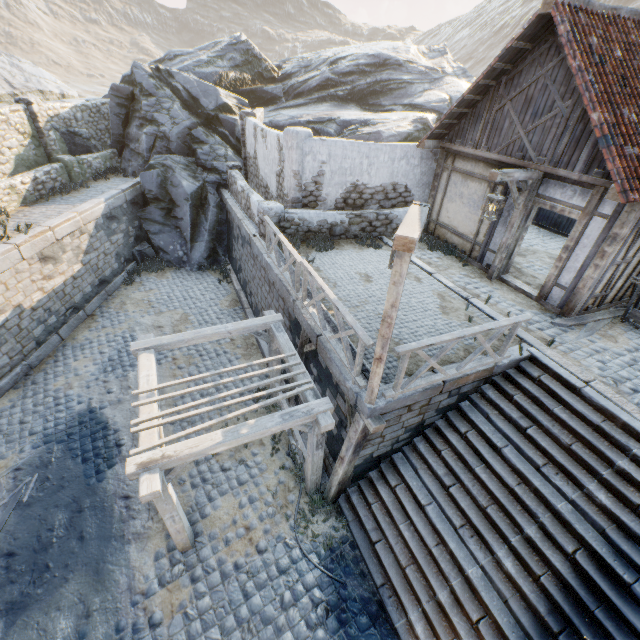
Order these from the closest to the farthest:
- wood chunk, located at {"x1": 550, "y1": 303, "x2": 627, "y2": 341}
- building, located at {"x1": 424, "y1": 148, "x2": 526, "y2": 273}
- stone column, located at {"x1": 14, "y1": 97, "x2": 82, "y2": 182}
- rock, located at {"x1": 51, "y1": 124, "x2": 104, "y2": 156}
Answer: wood chunk, located at {"x1": 550, "y1": 303, "x2": 627, "y2": 341} < building, located at {"x1": 424, "y1": 148, "x2": 526, "y2": 273} < stone column, located at {"x1": 14, "y1": 97, "x2": 82, "y2": 182} < rock, located at {"x1": 51, "y1": 124, "x2": 104, "y2": 156}

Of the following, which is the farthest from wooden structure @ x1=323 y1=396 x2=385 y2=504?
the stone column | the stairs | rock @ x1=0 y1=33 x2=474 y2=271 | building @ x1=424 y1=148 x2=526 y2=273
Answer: the stone column

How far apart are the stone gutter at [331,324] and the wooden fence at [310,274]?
0.01m

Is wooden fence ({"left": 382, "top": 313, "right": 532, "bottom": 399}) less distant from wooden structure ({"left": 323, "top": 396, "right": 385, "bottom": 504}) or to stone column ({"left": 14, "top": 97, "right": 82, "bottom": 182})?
wooden structure ({"left": 323, "top": 396, "right": 385, "bottom": 504})

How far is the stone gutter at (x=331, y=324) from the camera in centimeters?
697cm

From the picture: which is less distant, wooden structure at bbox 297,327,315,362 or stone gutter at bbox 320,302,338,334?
stone gutter at bbox 320,302,338,334

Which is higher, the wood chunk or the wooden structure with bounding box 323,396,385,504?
the wood chunk

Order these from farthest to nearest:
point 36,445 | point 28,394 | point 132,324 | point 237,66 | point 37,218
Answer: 1. point 237,66
2. point 132,324
3. point 37,218
4. point 28,394
5. point 36,445
